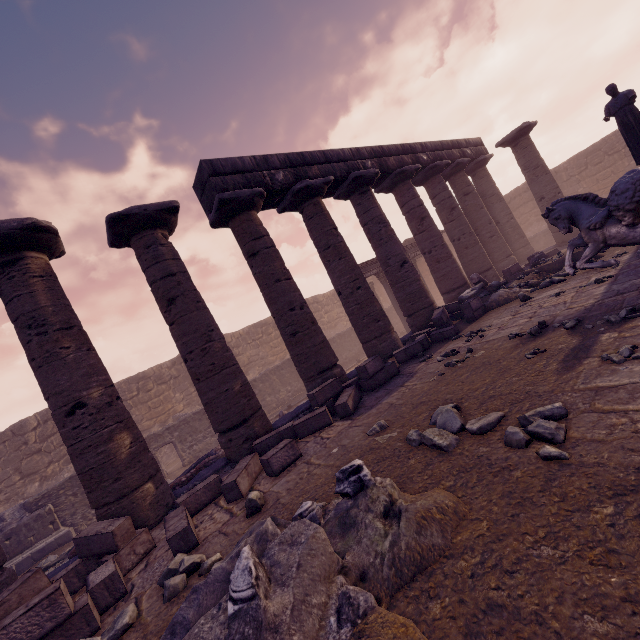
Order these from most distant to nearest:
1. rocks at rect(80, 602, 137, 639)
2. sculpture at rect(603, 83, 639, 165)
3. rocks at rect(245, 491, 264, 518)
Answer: sculpture at rect(603, 83, 639, 165)
rocks at rect(245, 491, 264, 518)
rocks at rect(80, 602, 137, 639)

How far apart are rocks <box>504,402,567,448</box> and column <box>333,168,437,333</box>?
7.37m

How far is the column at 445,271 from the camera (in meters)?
11.88

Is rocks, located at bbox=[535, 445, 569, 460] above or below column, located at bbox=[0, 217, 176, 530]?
below

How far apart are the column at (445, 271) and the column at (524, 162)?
3.0 meters

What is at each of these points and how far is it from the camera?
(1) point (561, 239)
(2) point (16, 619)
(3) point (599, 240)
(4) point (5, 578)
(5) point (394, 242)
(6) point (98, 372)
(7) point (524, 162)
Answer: (1) column, 14.24m
(2) stone blocks, 2.84m
(3) sculpture, 6.89m
(4) column, 4.52m
(5) column, 10.41m
(6) column, 5.55m
(7) column, 14.30m

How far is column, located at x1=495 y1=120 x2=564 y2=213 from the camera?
14.0m

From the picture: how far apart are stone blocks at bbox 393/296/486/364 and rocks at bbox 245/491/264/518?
6.2m
